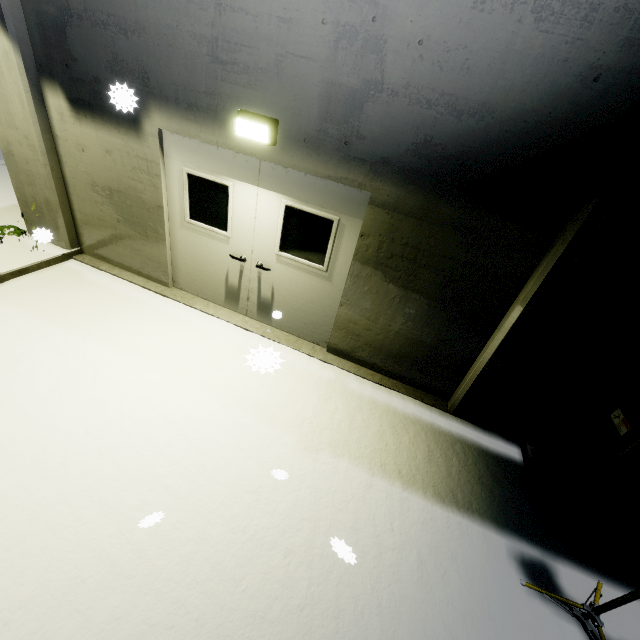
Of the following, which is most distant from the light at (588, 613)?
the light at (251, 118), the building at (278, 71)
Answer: the light at (251, 118)

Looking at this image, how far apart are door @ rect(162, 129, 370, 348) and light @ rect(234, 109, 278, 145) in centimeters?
16cm

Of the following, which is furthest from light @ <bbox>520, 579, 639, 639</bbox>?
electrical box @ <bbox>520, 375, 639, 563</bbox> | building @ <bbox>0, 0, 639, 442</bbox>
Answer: building @ <bbox>0, 0, 639, 442</bbox>

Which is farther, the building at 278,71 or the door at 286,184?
the door at 286,184

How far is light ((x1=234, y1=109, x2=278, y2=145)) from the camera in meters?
3.6

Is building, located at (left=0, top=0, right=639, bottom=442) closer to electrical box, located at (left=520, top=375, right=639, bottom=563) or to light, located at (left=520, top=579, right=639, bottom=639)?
electrical box, located at (left=520, top=375, right=639, bottom=563)

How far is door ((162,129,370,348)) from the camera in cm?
411

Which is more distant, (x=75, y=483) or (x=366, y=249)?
(x=366, y=249)
